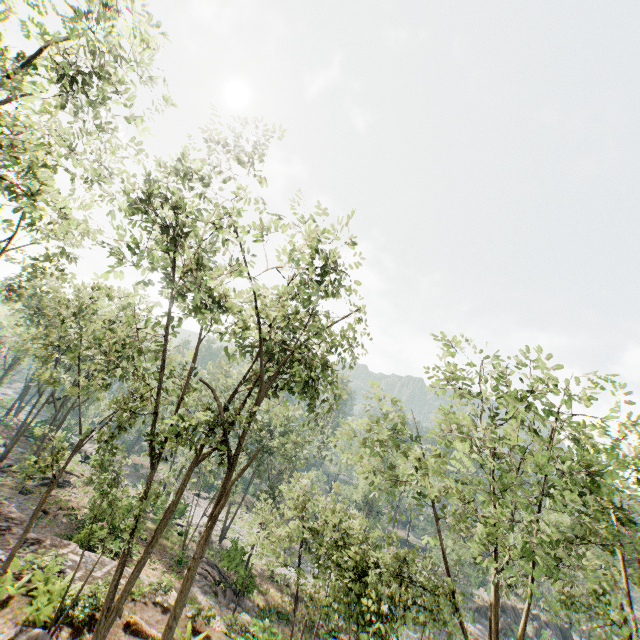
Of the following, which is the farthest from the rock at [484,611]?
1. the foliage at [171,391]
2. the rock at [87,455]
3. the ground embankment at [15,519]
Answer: the rock at [87,455]

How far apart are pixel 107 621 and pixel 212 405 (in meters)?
28.85

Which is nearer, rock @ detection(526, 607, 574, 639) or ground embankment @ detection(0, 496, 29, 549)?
ground embankment @ detection(0, 496, 29, 549)

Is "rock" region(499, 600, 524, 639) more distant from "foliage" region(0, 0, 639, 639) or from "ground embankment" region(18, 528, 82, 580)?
"ground embankment" region(18, 528, 82, 580)

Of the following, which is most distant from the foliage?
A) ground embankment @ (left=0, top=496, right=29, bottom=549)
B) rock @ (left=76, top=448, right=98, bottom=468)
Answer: ground embankment @ (left=0, top=496, right=29, bottom=549)

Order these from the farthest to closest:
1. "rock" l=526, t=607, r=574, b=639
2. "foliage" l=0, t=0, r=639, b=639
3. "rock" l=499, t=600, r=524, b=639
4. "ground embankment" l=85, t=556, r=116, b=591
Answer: "rock" l=526, t=607, r=574, b=639
"rock" l=499, t=600, r=524, b=639
"ground embankment" l=85, t=556, r=116, b=591
"foliage" l=0, t=0, r=639, b=639

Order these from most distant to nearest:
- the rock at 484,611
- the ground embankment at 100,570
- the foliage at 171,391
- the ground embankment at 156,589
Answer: the rock at 484,611 → the ground embankment at 156,589 → the ground embankment at 100,570 → the foliage at 171,391
